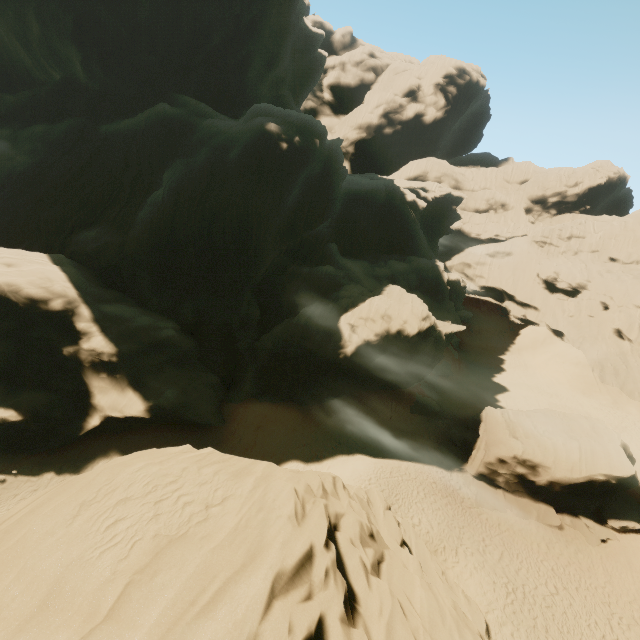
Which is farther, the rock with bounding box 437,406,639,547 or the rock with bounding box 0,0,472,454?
the rock with bounding box 0,0,472,454

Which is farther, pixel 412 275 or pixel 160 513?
pixel 412 275

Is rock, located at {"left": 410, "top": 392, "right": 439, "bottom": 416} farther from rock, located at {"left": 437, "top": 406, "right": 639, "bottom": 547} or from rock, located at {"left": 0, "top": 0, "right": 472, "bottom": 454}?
rock, located at {"left": 437, "top": 406, "right": 639, "bottom": 547}

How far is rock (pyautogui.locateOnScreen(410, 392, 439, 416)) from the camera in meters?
31.4 m

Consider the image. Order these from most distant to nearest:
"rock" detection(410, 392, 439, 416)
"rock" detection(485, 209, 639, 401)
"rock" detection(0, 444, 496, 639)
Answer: "rock" detection(485, 209, 639, 401) → "rock" detection(410, 392, 439, 416) → "rock" detection(0, 444, 496, 639)

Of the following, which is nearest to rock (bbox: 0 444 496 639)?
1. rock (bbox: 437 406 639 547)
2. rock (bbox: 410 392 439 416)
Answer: rock (bbox: 410 392 439 416)

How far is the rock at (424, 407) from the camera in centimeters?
3142cm

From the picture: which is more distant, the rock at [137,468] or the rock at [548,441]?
the rock at [548,441]
